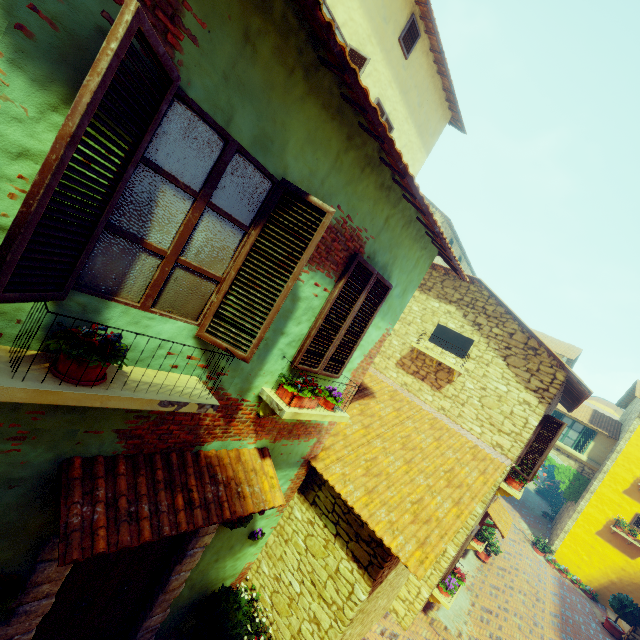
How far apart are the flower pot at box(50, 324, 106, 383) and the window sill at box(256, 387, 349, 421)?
1.91m

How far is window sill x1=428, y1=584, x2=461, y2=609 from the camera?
8.2m

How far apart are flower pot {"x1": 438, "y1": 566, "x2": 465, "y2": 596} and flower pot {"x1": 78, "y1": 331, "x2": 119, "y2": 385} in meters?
10.2 m

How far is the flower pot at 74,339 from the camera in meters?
2.1 m

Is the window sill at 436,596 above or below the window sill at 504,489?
below

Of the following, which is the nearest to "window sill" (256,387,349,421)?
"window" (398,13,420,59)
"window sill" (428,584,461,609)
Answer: "window sill" (428,584,461,609)

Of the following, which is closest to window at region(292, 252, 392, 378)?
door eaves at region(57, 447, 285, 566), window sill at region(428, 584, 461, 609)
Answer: door eaves at region(57, 447, 285, 566)

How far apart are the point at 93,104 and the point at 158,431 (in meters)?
2.77
